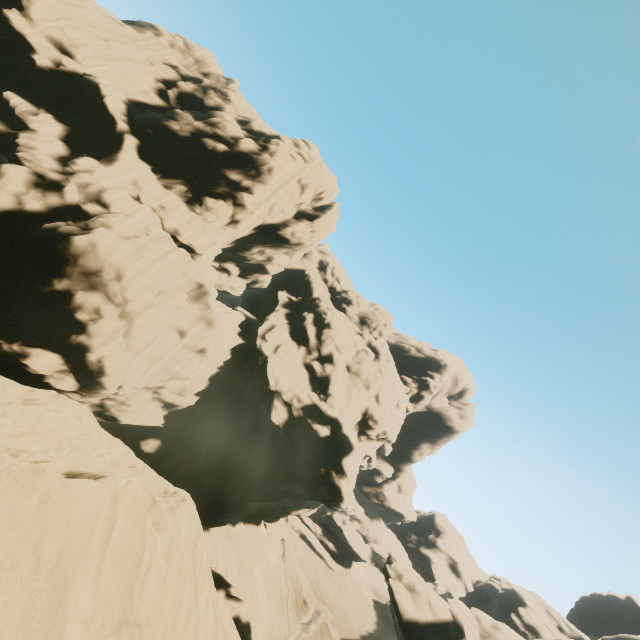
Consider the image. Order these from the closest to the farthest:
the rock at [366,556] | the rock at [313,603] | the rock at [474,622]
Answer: the rock at [474,622]
the rock at [313,603]
the rock at [366,556]

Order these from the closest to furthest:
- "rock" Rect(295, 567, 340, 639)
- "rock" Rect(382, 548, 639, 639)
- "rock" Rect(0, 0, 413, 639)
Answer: "rock" Rect(0, 0, 413, 639) < "rock" Rect(382, 548, 639, 639) < "rock" Rect(295, 567, 340, 639)

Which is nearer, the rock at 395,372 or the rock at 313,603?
the rock at 395,372

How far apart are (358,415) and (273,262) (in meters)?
24.24

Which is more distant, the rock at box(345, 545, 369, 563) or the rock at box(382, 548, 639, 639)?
the rock at box(345, 545, 369, 563)
